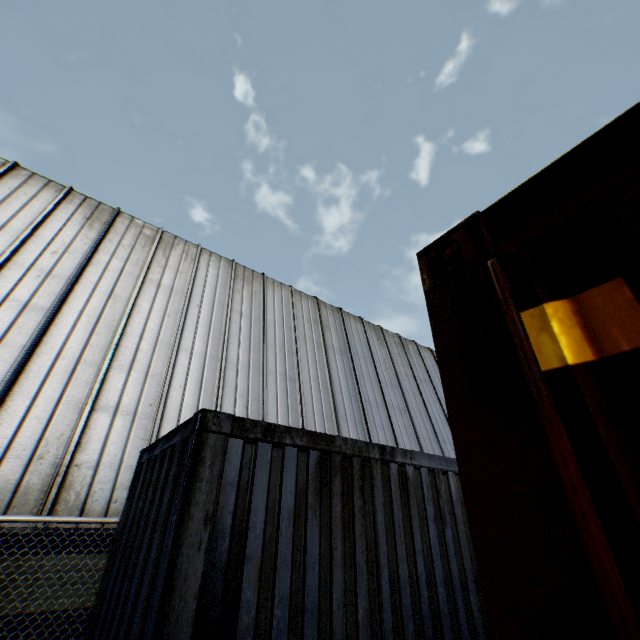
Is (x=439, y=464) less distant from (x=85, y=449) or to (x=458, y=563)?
(x=458, y=563)
